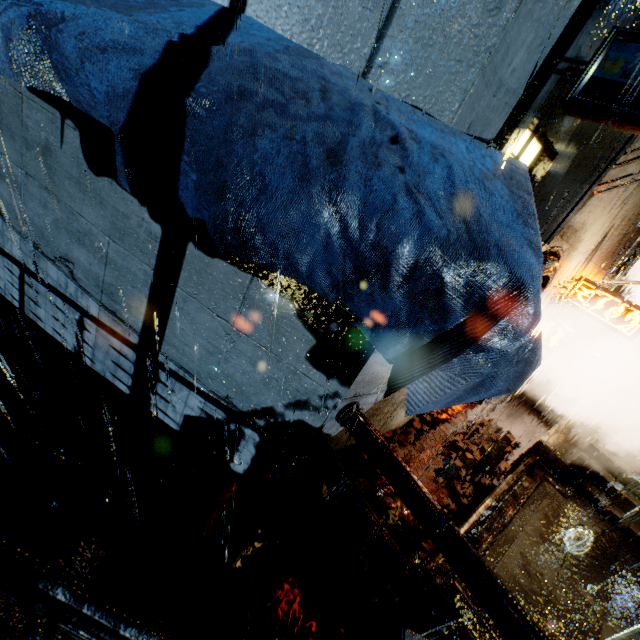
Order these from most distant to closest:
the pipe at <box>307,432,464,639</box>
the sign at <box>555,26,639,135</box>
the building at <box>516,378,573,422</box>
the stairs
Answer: the building at <box>516,378,573,422</box> → the stairs → the pipe at <box>307,432,464,639</box> → the sign at <box>555,26,639,135</box>

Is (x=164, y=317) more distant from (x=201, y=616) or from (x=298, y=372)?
(x=201, y=616)

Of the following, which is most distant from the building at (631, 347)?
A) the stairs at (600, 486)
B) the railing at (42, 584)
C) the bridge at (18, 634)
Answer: the railing at (42, 584)

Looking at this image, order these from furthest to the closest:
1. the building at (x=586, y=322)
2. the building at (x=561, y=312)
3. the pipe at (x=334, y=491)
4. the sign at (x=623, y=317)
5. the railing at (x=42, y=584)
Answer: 1. the building at (x=561, y=312)
2. the building at (x=586, y=322)
3. the sign at (x=623, y=317)
4. the pipe at (x=334, y=491)
5. the railing at (x=42, y=584)

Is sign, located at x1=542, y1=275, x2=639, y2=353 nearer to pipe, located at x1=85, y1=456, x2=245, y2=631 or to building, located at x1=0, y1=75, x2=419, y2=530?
building, located at x1=0, y1=75, x2=419, y2=530

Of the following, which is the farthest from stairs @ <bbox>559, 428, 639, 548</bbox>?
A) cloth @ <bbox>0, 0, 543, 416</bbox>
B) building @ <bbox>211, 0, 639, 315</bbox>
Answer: cloth @ <bbox>0, 0, 543, 416</bbox>

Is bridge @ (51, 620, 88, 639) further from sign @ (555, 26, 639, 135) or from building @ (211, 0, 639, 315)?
sign @ (555, 26, 639, 135)

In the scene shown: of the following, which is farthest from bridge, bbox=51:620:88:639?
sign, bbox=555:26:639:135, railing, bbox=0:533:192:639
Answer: sign, bbox=555:26:639:135
